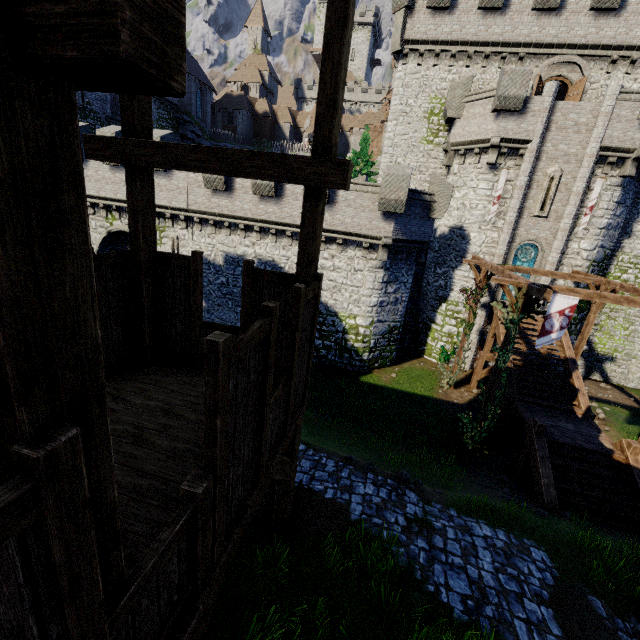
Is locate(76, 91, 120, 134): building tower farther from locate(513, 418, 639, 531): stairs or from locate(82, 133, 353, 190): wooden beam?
locate(513, 418, 639, 531): stairs

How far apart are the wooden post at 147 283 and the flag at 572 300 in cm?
1222

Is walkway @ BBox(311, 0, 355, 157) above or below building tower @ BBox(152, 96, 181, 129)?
below

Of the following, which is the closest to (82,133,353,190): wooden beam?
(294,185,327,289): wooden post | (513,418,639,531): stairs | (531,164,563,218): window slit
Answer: (294,185,327,289): wooden post

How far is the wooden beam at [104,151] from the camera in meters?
4.1 m

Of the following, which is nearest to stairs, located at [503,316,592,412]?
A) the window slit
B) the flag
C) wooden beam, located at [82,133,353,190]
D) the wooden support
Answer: the wooden support

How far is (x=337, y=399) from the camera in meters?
17.0

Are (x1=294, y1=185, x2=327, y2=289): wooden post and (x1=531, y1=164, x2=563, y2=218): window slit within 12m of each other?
no
